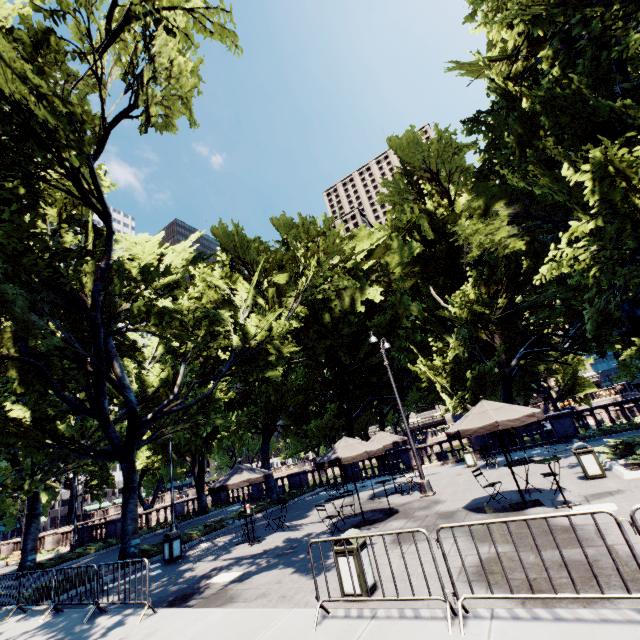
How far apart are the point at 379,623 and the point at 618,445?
12.3m

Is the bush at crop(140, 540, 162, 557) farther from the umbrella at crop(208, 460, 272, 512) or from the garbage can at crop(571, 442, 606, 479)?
the garbage can at crop(571, 442, 606, 479)

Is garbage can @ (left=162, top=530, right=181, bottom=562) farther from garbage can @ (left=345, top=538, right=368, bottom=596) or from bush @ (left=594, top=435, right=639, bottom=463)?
bush @ (left=594, top=435, right=639, bottom=463)

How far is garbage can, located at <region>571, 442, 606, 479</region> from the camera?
10.0 meters

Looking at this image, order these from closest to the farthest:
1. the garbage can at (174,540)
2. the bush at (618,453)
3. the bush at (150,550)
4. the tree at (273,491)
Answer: the bush at (618,453) → the garbage can at (174,540) → the bush at (150,550) → the tree at (273,491)

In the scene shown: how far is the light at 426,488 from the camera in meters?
13.7

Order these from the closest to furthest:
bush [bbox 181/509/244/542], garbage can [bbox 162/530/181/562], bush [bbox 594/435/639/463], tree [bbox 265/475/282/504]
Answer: bush [bbox 594/435/639/463] → garbage can [bbox 162/530/181/562] → bush [bbox 181/509/244/542] → tree [bbox 265/475/282/504]

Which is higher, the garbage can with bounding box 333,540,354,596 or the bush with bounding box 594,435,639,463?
the bush with bounding box 594,435,639,463
